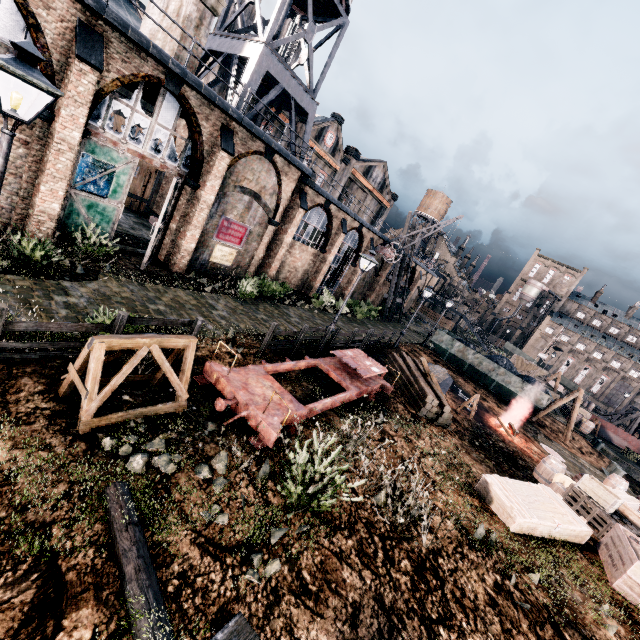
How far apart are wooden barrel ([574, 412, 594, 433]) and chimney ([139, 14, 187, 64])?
46.2m

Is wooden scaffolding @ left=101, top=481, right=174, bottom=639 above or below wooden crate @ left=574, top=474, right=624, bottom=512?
below

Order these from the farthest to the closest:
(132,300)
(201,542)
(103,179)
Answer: (103,179) → (132,300) → (201,542)

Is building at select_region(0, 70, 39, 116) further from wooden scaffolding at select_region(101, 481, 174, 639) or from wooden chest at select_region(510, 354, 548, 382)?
wooden chest at select_region(510, 354, 548, 382)

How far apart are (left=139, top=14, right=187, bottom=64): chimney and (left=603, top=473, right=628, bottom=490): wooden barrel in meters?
32.2 m

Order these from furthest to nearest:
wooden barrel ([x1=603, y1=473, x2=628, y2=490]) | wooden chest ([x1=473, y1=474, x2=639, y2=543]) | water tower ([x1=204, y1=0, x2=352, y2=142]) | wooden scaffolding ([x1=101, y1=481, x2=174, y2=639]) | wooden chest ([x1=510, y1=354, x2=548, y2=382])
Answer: wooden chest ([x1=510, y1=354, x2=548, y2=382])
water tower ([x1=204, y1=0, x2=352, y2=142])
wooden barrel ([x1=603, y1=473, x2=628, y2=490])
wooden chest ([x1=473, y1=474, x2=639, y2=543])
wooden scaffolding ([x1=101, y1=481, x2=174, y2=639])

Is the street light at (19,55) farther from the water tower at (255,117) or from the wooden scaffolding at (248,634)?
the water tower at (255,117)

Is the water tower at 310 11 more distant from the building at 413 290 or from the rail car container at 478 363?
the rail car container at 478 363
